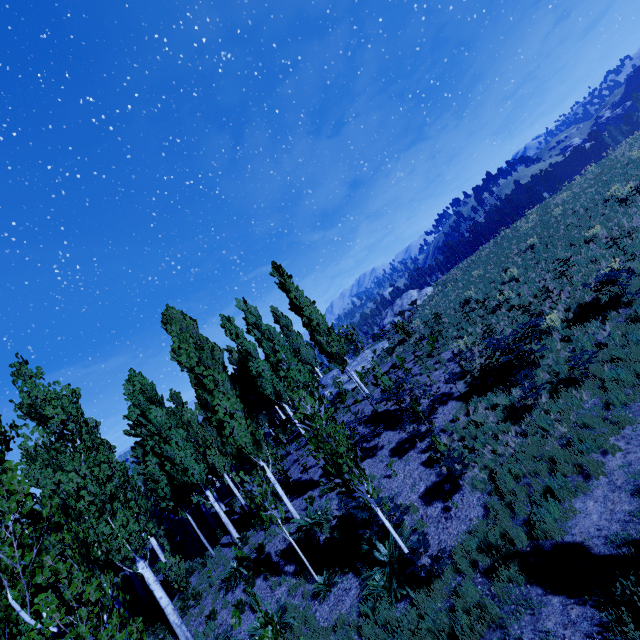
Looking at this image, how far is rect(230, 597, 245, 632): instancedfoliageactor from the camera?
3.10m

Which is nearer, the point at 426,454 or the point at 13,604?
the point at 13,604

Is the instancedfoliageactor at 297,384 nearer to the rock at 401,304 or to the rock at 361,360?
the rock at 361,360

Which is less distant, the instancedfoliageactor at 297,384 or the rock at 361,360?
the instancedfoliageactor at 297,384

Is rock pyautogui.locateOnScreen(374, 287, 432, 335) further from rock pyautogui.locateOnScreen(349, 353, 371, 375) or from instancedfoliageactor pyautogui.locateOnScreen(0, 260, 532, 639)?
rock pyautogui.locateOnScreen(349, 353, 371, 375)

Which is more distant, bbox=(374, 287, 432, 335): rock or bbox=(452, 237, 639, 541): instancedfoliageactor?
bbox=(374, 287, 432, 335): rock

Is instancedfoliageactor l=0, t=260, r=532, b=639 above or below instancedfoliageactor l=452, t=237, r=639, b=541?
above

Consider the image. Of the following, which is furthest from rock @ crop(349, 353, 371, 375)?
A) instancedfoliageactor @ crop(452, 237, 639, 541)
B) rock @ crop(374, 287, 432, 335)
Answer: rock @ crop(374, 287, 432, 335)
